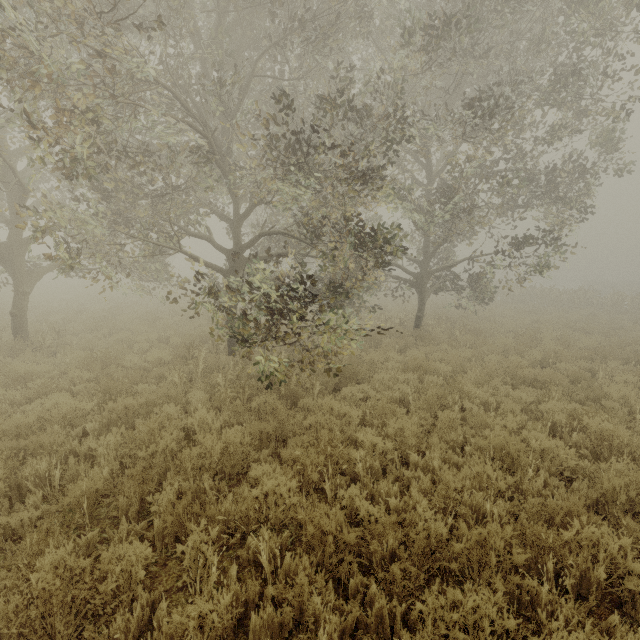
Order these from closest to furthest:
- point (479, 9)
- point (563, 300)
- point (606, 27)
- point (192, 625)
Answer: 1. point (192, 625)
2. point (606, 27)
3. point (479, 9)
4. point (563, 300)

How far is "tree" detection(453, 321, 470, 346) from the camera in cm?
1208

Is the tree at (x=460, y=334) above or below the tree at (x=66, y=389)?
above

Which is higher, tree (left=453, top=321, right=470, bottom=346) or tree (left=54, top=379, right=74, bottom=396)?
tree (left=453, top=321, right=470, bottom=346)

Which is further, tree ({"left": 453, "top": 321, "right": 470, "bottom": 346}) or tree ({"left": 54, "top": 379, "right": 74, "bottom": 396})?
tree ({"left": 453, "top": 321, "right": 470, "bottom": 346})

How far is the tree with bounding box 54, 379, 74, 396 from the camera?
6.37m

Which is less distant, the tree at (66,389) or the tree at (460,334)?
the tree at (66,389)
